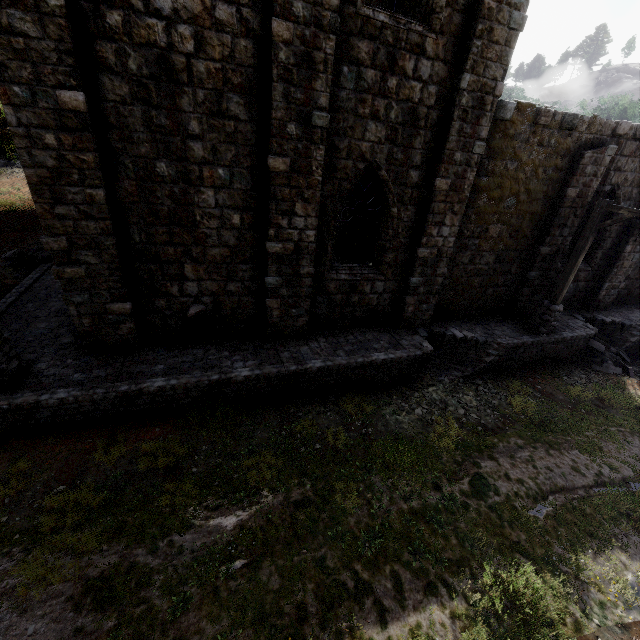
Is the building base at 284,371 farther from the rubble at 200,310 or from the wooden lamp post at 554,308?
the rubble at 200,310

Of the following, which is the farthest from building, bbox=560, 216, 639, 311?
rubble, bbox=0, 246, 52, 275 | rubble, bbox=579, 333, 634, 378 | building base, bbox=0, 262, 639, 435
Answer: rubble, bbox=0, 246, 52, 275

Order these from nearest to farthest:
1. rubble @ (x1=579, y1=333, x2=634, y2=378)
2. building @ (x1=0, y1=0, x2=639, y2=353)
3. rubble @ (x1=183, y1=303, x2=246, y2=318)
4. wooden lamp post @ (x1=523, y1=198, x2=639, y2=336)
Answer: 1. building @ (x1=0, y1=0, x2=639, y2=353)
2. rubble @ (x1=183, y1=303, x2=246, y2=318)
3. wooden lamp post @ (x1=523, y1=198, x2=639, y2=336)
4. rubble @ (x1=579, y1=333, x2=634, y2=378)

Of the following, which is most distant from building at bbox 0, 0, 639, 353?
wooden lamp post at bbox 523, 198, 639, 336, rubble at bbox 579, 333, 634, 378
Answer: rubble at bbox 579, 333, 634, 378

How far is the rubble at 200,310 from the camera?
8.7 meters

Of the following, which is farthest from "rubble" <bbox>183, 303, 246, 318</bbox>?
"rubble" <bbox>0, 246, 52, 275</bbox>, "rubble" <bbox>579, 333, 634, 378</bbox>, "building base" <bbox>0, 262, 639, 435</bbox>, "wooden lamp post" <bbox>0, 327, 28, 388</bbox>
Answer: "rubble" <bbox>579, 333, 634, 378</bbox>

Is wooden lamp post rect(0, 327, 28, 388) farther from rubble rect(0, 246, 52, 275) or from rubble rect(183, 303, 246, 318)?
rubble rect(0, 246, 52, 275)

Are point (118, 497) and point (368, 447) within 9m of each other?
yes
